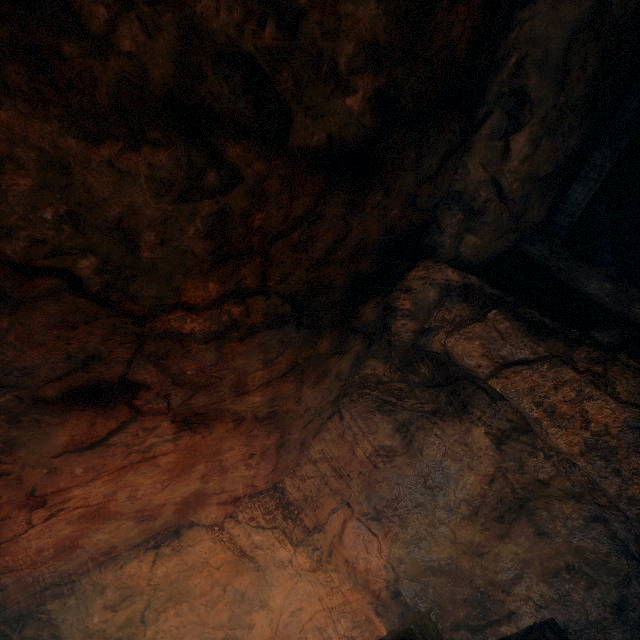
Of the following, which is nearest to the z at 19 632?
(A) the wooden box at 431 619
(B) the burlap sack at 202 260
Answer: (B) the burlap sack at 202 260

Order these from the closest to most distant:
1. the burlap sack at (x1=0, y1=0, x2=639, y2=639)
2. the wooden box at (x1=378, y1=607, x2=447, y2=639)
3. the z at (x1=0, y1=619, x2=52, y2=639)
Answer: the burlap sack at (x1=0, y1=0, x2=639, y2=639), the wooden box at (x1=378, y1=607, x2=447, y2=639), the z at (x1=0, y1=619, x2=52, y2=639)

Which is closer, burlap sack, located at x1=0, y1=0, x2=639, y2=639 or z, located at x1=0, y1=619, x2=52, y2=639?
burlap sack, located at x1=0, y1=0, x2=639, y2=639

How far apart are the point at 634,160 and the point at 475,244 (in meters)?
2.11

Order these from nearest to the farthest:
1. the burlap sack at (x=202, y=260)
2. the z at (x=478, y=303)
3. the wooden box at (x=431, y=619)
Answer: the burlap sack at (x=202, y=260) < the z at (x=478, y=303) < the wooden box at (x=431, y=619)

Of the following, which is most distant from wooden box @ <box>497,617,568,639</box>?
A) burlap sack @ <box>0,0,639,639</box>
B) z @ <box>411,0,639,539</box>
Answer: z @ <box>411,0,639,539</box>
